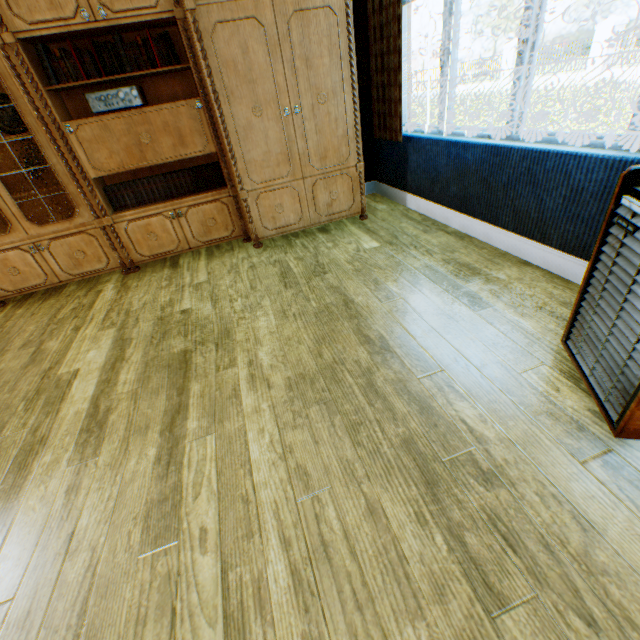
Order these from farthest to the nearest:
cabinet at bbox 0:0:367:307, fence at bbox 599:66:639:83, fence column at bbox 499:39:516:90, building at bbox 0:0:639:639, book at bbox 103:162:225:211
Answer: fence column at bbox 499:39:516:90
fence at bbox 599:66:639:83
book at bbox 103:162:225:211
cabinet at bbox 0:0:367:307
building at bbox 0:0:639:639

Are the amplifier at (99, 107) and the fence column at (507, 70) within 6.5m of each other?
no

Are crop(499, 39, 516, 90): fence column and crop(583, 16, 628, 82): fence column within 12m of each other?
yes

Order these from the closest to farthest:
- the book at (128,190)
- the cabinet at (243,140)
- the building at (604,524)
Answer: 1. the building at (604,524)
2. the cabinet at (243,140)
3. the book at (128,190)

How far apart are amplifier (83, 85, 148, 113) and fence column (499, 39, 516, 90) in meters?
24.3 m

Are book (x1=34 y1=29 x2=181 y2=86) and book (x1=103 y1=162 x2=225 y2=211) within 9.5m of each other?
yes

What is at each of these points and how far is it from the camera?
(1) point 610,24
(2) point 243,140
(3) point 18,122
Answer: (1) fence column, 14.15m
(2) cabinet, 3.04m
(3) plate, 2.92m

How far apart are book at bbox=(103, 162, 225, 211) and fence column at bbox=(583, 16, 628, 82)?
20.8 meters
